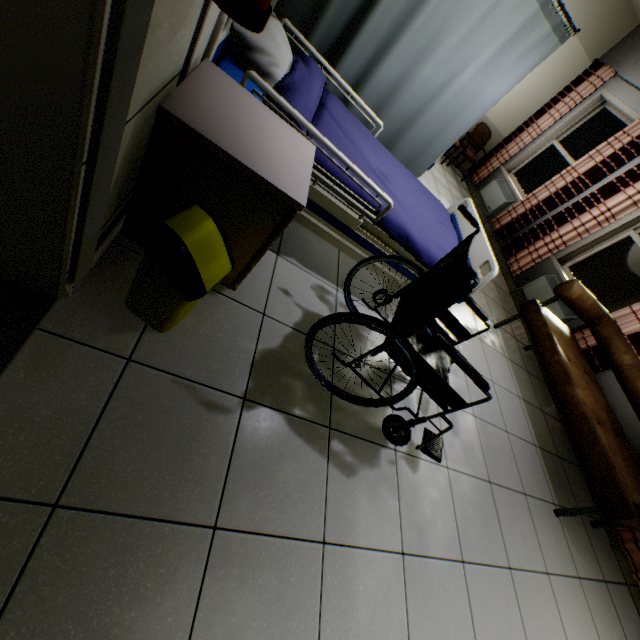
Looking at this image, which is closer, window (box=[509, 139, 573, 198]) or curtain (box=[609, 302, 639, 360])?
curtain (box=[609, 302, 639, 360])

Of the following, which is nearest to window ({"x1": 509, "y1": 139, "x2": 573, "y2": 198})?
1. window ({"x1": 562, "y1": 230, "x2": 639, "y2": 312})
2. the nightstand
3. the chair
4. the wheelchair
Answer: the chair

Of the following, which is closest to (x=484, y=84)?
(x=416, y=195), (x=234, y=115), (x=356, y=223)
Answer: (x=416, y=195)

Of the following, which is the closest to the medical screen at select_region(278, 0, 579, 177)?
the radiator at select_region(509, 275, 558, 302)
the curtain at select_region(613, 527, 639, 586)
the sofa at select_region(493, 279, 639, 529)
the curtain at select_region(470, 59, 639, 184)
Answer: the sofa at select_region(493, 279, 639, 529)

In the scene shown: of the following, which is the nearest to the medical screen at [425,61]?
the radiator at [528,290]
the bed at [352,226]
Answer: the bed at [352,226]

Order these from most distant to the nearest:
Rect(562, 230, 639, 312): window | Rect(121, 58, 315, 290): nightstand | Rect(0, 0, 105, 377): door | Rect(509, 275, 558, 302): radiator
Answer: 1. Rect(509, 275, 558, 302): radiator
2. Rect(562, 230, 639, 312): window
3. Rect(121, 58, 315, 290): nightstand
4. Rect(0, 0, 105, 377): door

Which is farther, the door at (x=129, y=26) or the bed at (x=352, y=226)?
the bed at (x=352, y=226)

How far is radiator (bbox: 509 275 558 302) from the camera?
4.5m
